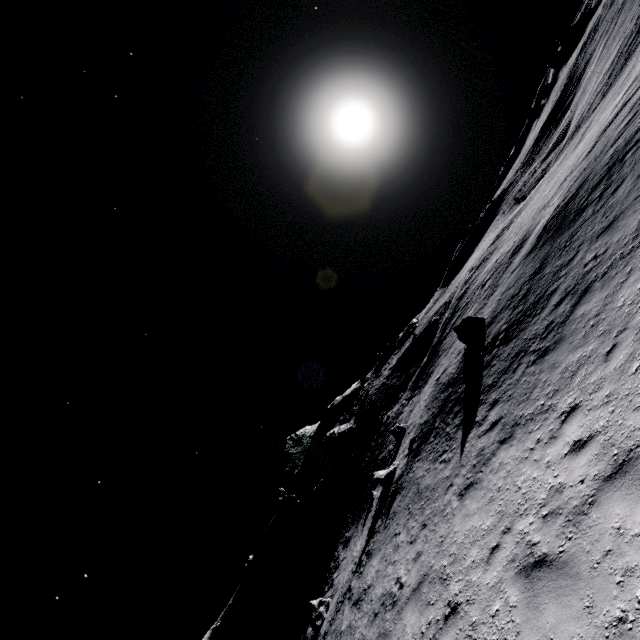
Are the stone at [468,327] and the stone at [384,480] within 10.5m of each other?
yes

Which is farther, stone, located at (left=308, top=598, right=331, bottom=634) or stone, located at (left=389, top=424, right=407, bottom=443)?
stone, located at (left=389, top=424, right=407, bottom=443)

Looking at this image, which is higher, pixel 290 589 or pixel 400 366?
pixel 400 366

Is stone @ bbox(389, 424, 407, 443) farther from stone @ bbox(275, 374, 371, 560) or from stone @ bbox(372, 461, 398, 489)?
stone @ bbox(275, 374, 371, 560)

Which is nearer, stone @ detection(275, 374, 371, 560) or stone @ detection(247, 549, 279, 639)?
stone @ detection(275, 374, 371, 560)

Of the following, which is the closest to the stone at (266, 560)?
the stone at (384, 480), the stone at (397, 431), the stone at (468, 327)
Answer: the stone at (397, 431)

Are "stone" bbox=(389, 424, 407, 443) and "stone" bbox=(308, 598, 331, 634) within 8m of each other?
no

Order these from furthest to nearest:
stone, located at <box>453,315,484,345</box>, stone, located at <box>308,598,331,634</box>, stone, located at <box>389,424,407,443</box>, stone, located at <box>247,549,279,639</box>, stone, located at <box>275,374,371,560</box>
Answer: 1. stone, located at <box>247,549,279,639</box>
2. stone, located at <box>275,374,371,560</box>
3. stone, located at <box>389,424,407,443</box>
4. stone, located at <box>308,598,331,634</box>
5. stone, located at <box>453,315,484,345</box>
